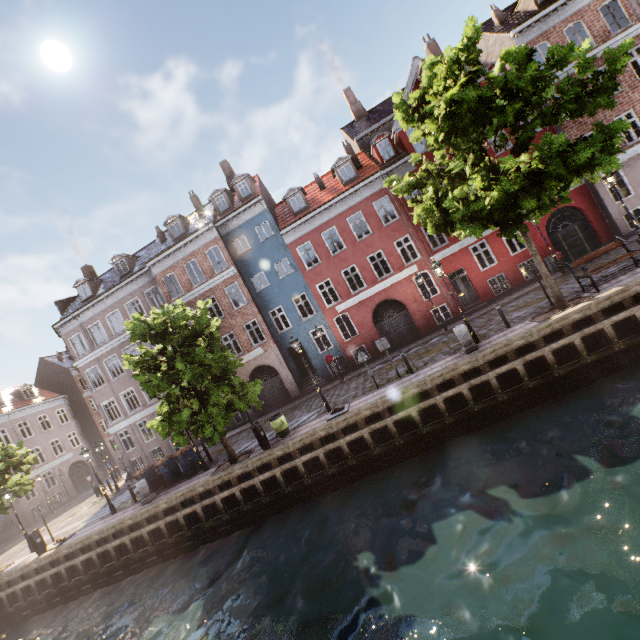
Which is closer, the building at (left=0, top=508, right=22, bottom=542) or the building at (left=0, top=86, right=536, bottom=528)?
the building at (left=0, top=86, right=536, bottom=528)

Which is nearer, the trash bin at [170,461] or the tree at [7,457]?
the trash bin at [170,461]

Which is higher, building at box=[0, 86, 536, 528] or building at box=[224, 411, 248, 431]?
building at box=[0, 86, 536, 528]

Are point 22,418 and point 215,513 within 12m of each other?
no

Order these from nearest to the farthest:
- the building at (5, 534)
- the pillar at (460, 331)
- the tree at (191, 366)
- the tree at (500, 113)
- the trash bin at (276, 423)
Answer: the tree at (500, 113) → the pillar at (460, 331) → the tree at (191, 366) → the trash bin at (276, 423) → the building at (5, 534)

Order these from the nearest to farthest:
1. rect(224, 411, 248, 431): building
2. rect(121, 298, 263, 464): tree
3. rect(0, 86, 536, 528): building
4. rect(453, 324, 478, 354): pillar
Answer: rect(453, 324, 478, 354): pillar
rect(121, 298, 263, 464): tree
rect(0, 86, 536, 528): building
rect(224, 411, 248, 431): building
